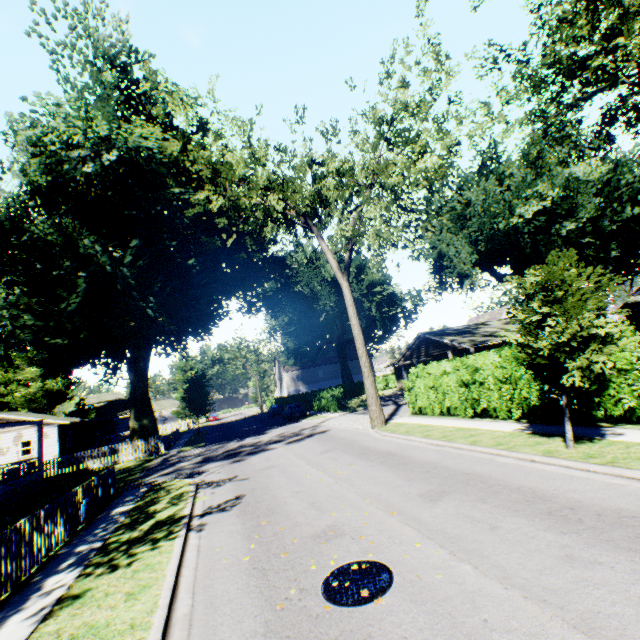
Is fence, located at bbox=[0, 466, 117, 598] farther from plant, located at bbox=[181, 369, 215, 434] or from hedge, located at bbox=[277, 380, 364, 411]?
plant, located at bbox=[181, 369, 215, 434]

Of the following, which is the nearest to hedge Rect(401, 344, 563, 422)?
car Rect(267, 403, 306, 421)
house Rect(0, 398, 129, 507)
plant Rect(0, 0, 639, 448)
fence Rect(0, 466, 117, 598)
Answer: fence Rect(0, 466, 117, 598)

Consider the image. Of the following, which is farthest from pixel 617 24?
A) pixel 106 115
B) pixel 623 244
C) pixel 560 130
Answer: pixel 623 244

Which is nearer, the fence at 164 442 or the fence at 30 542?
the fence at 30 542

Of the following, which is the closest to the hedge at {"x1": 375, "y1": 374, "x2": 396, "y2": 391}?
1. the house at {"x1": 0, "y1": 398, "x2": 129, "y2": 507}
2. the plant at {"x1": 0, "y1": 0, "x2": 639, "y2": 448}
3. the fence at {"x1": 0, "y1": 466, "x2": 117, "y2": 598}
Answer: the fence at {"x1": 0, "y1": 466, "x2": 117, "y2": 598}

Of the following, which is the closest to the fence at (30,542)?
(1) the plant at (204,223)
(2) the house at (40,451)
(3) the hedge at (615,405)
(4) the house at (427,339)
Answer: (3) the hedge at (615,405)

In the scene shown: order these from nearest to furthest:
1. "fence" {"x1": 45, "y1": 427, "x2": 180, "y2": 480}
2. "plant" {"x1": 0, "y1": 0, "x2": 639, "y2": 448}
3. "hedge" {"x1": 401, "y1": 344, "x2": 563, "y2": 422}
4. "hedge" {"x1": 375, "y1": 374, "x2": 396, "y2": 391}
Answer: "plant" {"x1": 0, "y1": 0, "x2": 639, "y2": 448}
"hedge" {"x1": 401, "y1": 344, "x2": 563, "y2": 422}
"fence" {"x1": 45, "y1": 427, "x2": 180, "y2": 480}
"hedge" {"x1": 375, "y1": 374, "x2": 396, "y2": 391}

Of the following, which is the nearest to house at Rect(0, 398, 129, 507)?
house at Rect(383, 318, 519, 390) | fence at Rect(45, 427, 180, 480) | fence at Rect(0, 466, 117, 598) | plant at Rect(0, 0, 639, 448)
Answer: plant at Rect(0, 0, 639, 448)
